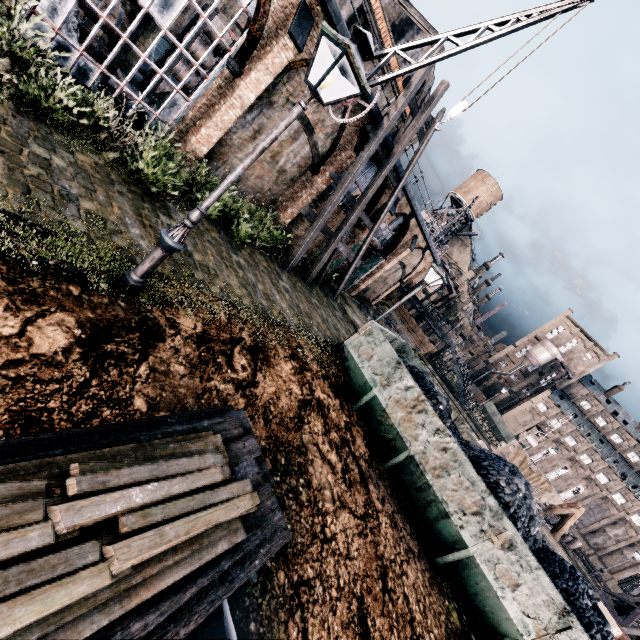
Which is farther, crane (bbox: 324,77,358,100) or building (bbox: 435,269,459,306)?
building (bbox: 435,269,459,306)

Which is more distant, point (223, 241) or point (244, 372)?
point (223, 241)

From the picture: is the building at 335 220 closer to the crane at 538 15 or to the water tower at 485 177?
the crane at 538 15

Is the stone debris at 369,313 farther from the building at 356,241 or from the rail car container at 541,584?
the rail car container at 541,584

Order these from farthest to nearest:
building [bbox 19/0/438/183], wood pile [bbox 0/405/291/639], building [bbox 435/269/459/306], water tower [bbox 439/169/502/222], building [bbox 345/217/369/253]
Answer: water tower [bbox 439/169/502/222]
building [bbox 435/269/459/306]
building [bbox 345/217/369/253]
building [bbox 19/0/438/183]
wood pile [bbox 0/405/291/639]

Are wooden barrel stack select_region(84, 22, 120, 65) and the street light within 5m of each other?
no

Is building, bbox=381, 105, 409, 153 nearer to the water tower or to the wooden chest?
the wooden chest

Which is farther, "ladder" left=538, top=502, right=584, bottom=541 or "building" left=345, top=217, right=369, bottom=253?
"building" left=345, top=217, right=369, bottom=253
